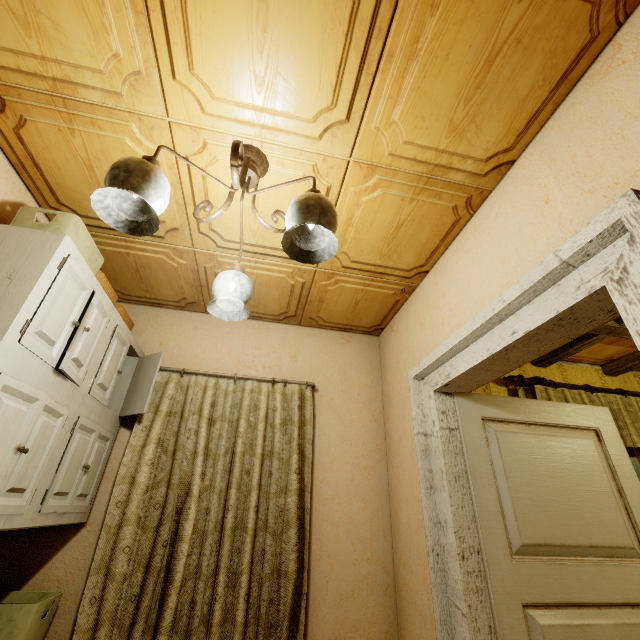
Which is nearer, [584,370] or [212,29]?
[212,29]

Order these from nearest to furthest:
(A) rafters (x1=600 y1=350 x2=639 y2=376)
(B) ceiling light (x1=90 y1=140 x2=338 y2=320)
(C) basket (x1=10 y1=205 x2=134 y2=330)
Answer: (B) ceiling light (x1=90 y1=140 x2=338 y2=320) < (C) basket (x1=10 y1=205 x2=134 y2=330) < (A) rafters (x1=600 y1=350 x2=639 y2=376)

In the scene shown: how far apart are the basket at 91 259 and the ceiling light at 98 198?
0.66m

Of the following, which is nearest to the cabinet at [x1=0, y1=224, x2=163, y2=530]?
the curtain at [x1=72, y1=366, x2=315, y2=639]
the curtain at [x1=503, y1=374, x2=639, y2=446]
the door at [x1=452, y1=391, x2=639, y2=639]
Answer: the curtain at [x1=72, y1=366, x2=315, y2=639]

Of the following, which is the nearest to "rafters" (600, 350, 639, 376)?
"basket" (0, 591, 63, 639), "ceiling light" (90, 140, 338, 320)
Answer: "ceiling light" (90, 140, 338, 320)

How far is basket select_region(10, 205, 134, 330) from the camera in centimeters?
155cm

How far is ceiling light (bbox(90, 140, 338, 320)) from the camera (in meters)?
1.04

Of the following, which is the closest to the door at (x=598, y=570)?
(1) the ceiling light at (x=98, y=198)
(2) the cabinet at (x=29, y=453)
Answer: (1) the ceiling light at (x=98, y=198)
